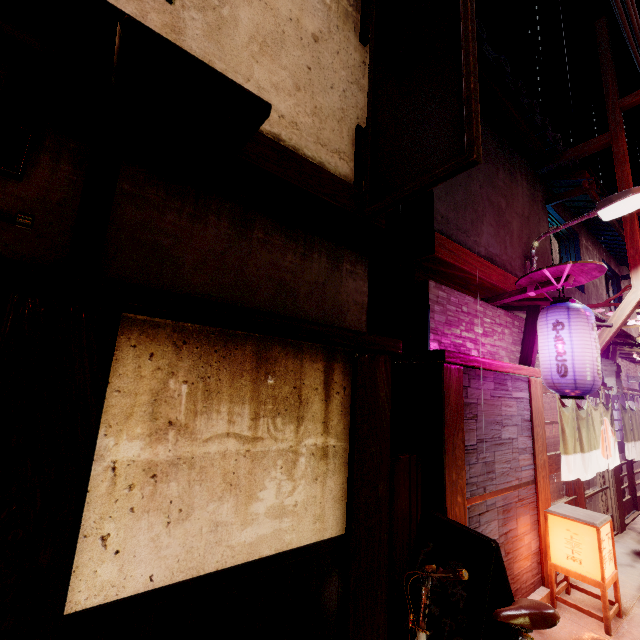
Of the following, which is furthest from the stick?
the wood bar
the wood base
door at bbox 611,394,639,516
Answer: door at bbox 611,394,639,516

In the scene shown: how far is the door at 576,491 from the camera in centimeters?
1022cm

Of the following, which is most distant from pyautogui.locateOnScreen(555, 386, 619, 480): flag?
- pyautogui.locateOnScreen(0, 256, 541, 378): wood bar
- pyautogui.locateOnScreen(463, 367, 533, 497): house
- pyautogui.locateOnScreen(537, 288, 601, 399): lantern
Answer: pyautogui.locateOnScreen(0, 256, 541, 378): wood bar

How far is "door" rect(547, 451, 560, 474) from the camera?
9.4m

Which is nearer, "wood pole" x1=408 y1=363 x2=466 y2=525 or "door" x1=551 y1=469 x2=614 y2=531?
"wood pole" x1=408 y1=363 x2=466 y2=525

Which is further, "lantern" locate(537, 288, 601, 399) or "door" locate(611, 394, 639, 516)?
"door" locate(611, 394, 639, 516)

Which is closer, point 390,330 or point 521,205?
point 390,330

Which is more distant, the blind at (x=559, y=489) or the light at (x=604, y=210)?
the blind at (x=559, y=489)
